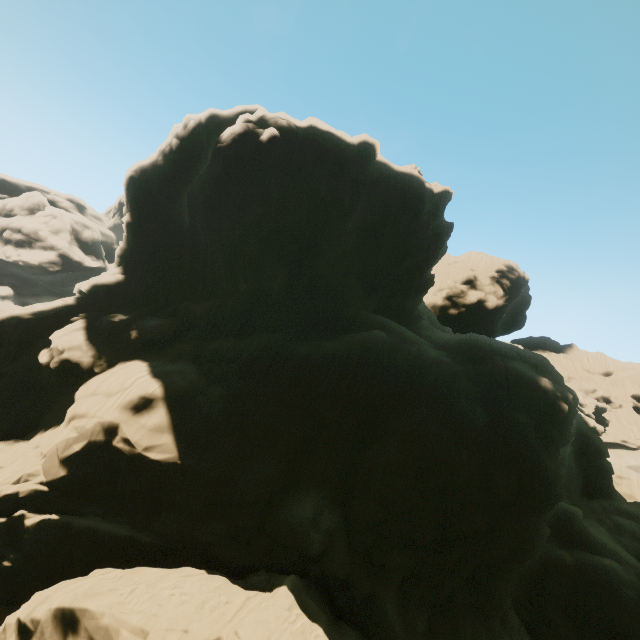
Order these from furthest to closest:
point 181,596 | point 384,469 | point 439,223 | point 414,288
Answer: point 439,223, point 414,288, point 384,469, point 181,596
